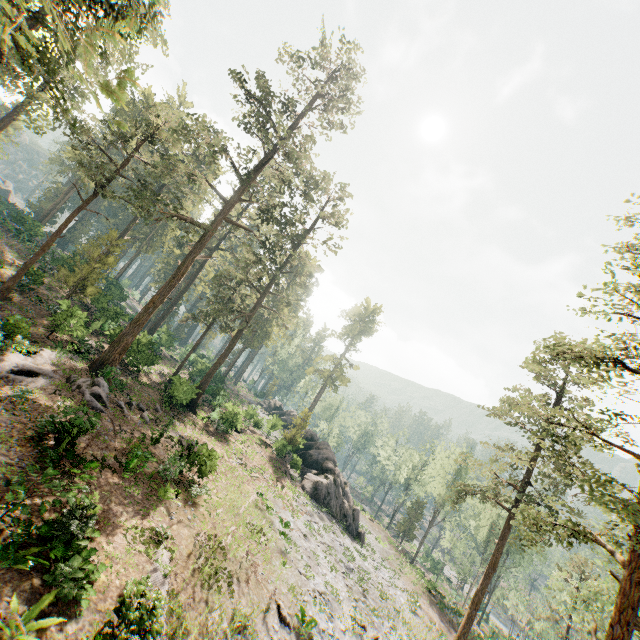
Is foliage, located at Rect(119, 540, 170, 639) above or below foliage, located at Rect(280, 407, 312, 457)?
below

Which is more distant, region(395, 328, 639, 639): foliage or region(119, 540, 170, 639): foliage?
region(395, 328, 639, 639): foliage

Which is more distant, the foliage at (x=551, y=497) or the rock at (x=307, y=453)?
the rock at (x=307, y=453)

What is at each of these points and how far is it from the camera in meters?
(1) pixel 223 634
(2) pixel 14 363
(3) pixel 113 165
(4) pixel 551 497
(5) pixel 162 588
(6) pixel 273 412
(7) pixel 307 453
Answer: (1) foliage, 12.0
(2) foliage, 17.3
(3) foliage, 47.7
(4) foliage, 13.7
(5) foliage, 11.9
(6) rock, 59.4
(7) rock, 40.8

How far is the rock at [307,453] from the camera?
34.22m

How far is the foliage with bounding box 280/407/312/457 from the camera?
37.25m
